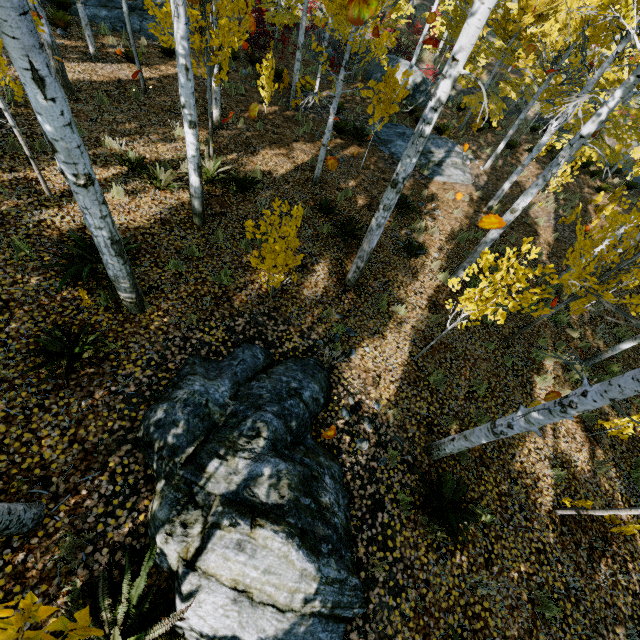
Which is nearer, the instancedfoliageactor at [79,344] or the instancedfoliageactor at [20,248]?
the instancedfoliageactor at [79,344]

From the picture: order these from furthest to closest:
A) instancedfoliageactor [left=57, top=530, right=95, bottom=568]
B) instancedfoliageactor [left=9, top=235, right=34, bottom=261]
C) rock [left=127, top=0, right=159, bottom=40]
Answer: rock [left=127, top=0, right=159, bottom=40] → instancedfoliageactor [left=9, top=235, right=34, bottom=261] → instancedfoliageactor [left=57, top=530, right=95, bottom=568]

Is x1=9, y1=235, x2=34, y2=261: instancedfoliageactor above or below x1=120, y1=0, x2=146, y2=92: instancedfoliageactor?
above

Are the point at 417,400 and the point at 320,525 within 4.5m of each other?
yes

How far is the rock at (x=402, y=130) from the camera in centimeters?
1328cm

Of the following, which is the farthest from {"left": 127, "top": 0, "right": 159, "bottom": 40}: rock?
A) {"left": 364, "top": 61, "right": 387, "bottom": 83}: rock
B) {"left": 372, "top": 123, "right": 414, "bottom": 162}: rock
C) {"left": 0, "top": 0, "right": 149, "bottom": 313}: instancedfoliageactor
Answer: {"left": 364, "top": 61, "right": 387, "bottom": 83}: rock

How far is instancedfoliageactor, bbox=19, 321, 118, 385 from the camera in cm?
392
